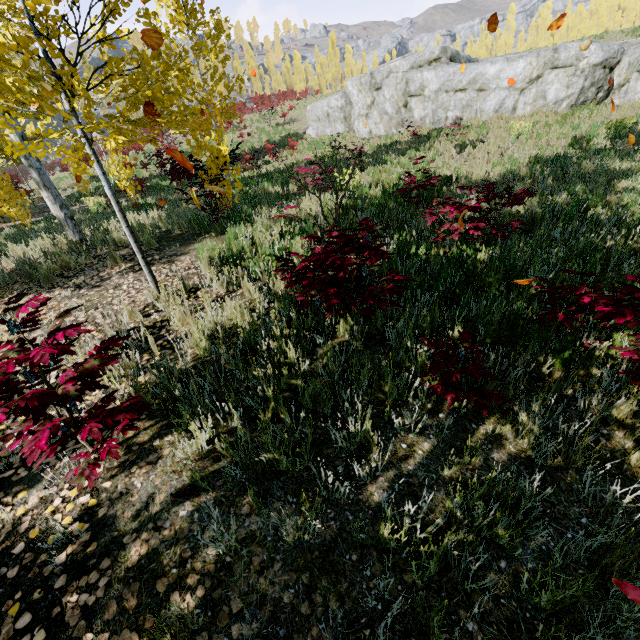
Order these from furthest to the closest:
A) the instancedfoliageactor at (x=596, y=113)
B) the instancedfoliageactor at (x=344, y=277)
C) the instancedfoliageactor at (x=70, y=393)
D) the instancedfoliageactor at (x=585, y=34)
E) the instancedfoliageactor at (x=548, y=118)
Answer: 1. the instancedfoliageactor at (x=585, y=34)
2. the instancedfoliageactor at (x=548, y=118)
3. the instancedfoliageactor at (x=596, y=113)
4. the instancedfoliageactor at (x=344, y=277)
5. the instancedfoliageactor at (x=70, y=393)

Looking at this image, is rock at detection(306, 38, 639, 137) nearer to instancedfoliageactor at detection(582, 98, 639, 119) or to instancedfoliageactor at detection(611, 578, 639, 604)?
instancedfoliageactor at detection(582, 98, 639, 119)

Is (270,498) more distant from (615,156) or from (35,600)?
(615,156)

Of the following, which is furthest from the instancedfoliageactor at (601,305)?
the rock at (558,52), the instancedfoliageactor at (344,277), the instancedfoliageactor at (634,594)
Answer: the rock at (558,52)

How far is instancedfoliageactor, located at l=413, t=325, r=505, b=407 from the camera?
2.29m

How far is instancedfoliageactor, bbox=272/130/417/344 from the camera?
2.73m

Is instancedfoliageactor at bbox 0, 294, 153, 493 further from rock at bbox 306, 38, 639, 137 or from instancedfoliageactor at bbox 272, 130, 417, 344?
rock at bbox 306, 38, 639, 137

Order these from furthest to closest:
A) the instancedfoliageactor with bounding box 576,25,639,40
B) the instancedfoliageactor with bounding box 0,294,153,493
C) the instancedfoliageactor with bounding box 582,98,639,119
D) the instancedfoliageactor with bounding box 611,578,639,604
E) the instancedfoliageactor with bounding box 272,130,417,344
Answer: the instancedfoliageactor with bounding box 576,25,639,40, the instancedfoliageactor with bounding box 582,98,639,119, the instancedfoliageactor with bounding box 272,130,417,344, the instancedfoliageactor with bounding box 0,294,153,493, the instancedfoliageactor with bounding box 611,578,639,604
